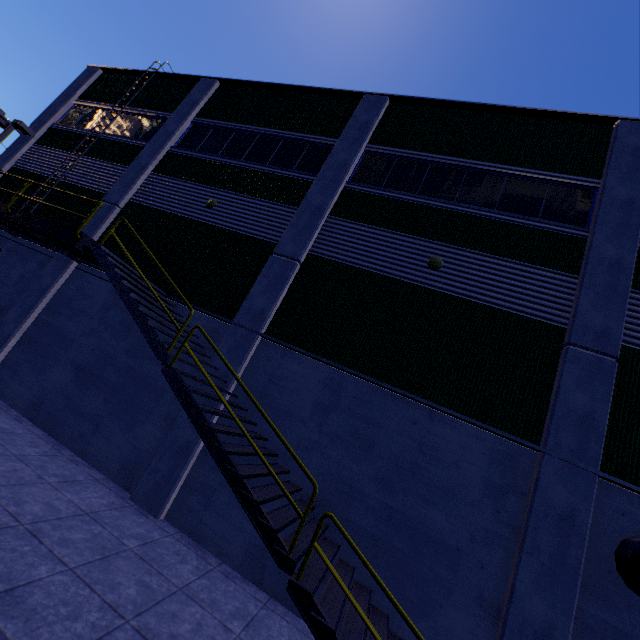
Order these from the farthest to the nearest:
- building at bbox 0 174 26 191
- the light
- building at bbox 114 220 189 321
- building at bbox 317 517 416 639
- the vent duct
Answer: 1. the light
2. building at bbox 0 174 26 191
3. building at bbox 114 220 189 321
4. building at bbox 317 517 416 639
5. the vent duct

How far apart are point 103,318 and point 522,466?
12.3 meters

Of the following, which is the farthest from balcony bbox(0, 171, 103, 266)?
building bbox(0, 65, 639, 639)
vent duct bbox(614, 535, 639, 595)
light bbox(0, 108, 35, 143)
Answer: vent duct bbox(614, 535, 639, 595)

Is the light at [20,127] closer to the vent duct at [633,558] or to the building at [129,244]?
the building at [129,244]

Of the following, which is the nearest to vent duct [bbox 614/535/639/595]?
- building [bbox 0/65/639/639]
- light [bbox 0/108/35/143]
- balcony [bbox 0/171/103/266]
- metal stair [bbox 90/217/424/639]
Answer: building [bbox 0/65/639/639]

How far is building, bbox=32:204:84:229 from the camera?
12.6 meters

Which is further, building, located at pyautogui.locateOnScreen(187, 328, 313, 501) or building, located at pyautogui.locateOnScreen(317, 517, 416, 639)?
building, located at pyautogui.locateOnScreen(187, 328, 313, 501)

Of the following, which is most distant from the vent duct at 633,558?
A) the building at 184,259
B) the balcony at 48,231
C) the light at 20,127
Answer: the light at 20,127
